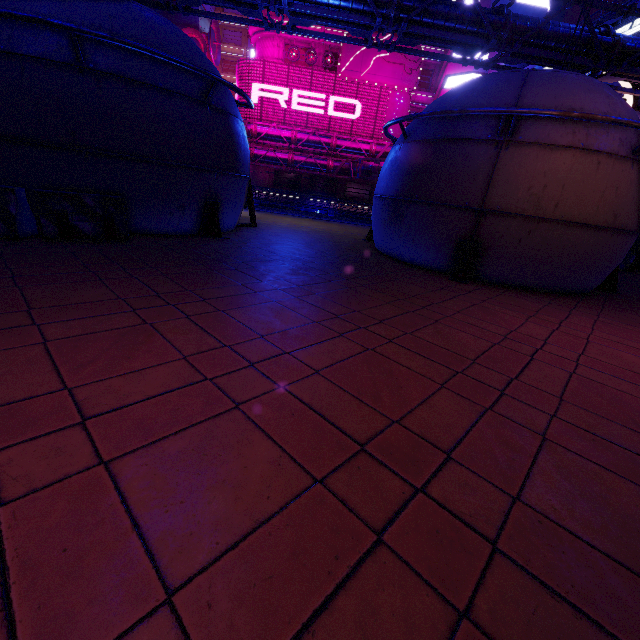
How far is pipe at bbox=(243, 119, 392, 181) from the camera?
38.4m

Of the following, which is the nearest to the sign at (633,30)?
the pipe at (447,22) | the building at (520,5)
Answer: the pipe at (447,22)

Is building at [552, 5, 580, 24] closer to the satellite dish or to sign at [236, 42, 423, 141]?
sign at [236, 42, 423, 141]

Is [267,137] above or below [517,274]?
above

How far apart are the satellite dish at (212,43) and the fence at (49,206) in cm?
5171

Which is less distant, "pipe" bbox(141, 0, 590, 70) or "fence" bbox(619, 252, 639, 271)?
"pipe" bbox(141, 0, 590, 70)

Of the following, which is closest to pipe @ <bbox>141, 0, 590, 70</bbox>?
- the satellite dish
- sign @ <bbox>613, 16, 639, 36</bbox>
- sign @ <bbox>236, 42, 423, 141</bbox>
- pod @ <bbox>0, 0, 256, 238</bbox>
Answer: sign @ <bbox>613, 16, 639, 36</bbox>

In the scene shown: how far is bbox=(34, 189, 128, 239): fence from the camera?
6.2m
